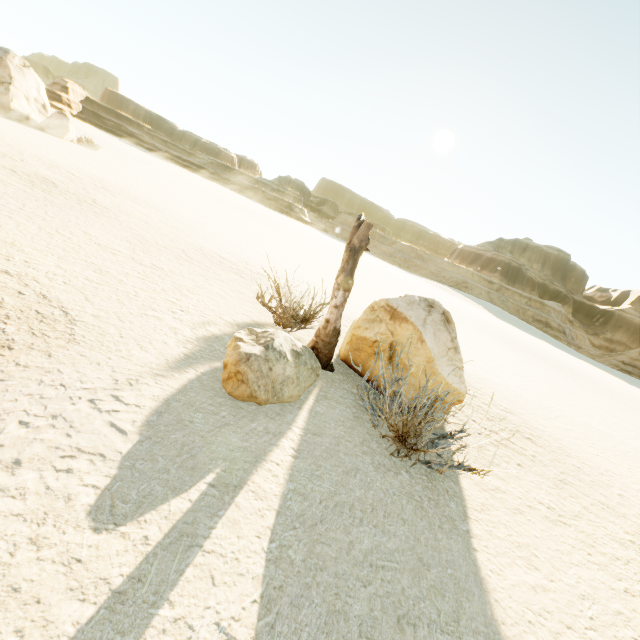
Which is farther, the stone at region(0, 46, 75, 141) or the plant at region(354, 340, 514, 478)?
the stone at region(0, 46, 75, 141)

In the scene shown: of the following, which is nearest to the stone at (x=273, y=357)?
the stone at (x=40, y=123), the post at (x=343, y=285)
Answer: the post at (x=343, y=285)

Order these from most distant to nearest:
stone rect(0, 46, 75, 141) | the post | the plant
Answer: stone rect(0, 46, 75, 141) → the post → the plant

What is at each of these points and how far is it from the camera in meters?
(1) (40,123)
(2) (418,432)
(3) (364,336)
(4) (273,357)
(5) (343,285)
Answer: (1) stone, 22.2
(2) plant, 2.8
(3) stone, 5.2
(4) stone, 3.5
(5) post, 4.6

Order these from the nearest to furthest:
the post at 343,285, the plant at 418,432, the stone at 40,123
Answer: the plant at 418,432 < the post at 343,285 < the stone at 40,123

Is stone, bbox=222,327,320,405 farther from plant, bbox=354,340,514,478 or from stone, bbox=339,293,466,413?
stone, bbox=339,293,466,413

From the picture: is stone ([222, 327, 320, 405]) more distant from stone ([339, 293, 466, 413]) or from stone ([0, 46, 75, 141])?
stone ([0, 46, 75, 141])

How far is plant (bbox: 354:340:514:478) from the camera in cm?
310
